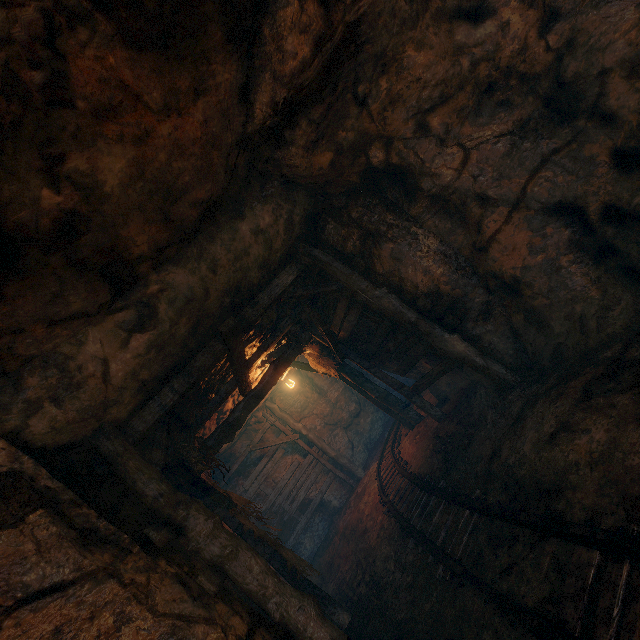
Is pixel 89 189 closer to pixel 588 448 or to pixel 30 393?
pixel 30 393

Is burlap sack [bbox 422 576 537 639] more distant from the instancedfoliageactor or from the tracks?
the instancedfoliageactor

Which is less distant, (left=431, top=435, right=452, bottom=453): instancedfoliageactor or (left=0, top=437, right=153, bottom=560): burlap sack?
(left=0, top=437, right=153, bottom=560): burlap sack

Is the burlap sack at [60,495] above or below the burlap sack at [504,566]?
A: above

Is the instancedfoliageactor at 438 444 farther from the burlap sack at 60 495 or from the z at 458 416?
the burlap sack at 60 495

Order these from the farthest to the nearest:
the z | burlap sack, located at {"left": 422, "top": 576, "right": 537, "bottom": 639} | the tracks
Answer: the z, burlap sack, located at {"left": 422, "top": 576, "right": 537, "bottom": 639}, the tracks

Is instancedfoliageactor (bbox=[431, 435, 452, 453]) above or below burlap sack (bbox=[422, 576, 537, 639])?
above

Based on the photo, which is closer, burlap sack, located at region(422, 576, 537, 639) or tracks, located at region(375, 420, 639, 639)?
tracks, located at region(375, 420, 639, 639)
